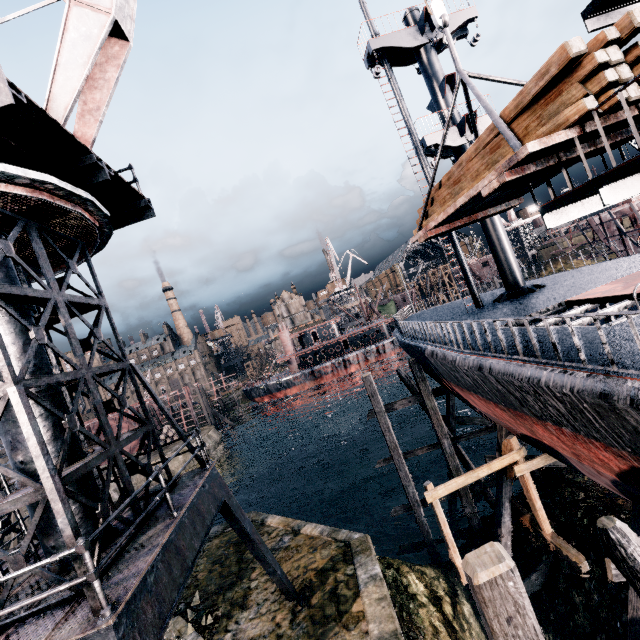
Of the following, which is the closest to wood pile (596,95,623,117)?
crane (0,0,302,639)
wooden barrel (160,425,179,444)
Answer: crane (0,0,302,639)

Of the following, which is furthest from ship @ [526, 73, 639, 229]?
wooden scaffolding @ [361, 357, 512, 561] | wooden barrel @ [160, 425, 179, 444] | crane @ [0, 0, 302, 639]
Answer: wooden barrel @ [160, 425, 179, 444]

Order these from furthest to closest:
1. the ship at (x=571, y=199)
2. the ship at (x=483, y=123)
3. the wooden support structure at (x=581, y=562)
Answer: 1. the ship at (x=483, y=123)
2. the wooden support structure at (x=581, y=562)
3. the ship at (x=571, y=199)

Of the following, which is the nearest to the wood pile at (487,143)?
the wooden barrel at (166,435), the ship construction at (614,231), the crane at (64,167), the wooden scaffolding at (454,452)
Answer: the crane at (64,167)

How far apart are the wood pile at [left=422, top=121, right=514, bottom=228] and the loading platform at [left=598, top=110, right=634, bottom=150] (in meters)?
0.03

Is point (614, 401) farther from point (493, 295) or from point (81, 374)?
point (493, 295)

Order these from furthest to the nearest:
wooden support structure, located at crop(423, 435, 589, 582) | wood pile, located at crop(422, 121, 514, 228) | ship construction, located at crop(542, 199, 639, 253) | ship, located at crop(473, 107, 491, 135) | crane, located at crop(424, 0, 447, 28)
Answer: ship construction, located at crop(542, 199, 639, 253)
ship, located at crop(473, 107, 491, 135)
wooden support structure, located at crop(423, 435, 589, 582)
crane, located at crop(424, 0, 447, 28)
wood pile, located at crop(422, 121, 514, 228)

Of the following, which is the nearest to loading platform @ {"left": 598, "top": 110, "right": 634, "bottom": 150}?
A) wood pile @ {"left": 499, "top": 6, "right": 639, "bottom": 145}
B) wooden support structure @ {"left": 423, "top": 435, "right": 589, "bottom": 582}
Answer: wood pile @ {"left": 499, "top": 6, "right": 639, "bottom": 145}
